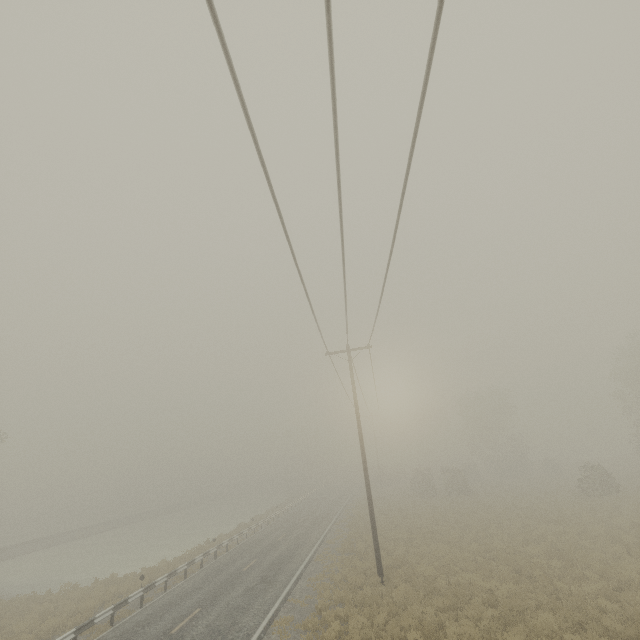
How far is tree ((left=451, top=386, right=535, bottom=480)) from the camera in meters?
48.0 m

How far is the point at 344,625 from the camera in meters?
12.3

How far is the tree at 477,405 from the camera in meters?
48.0 m
